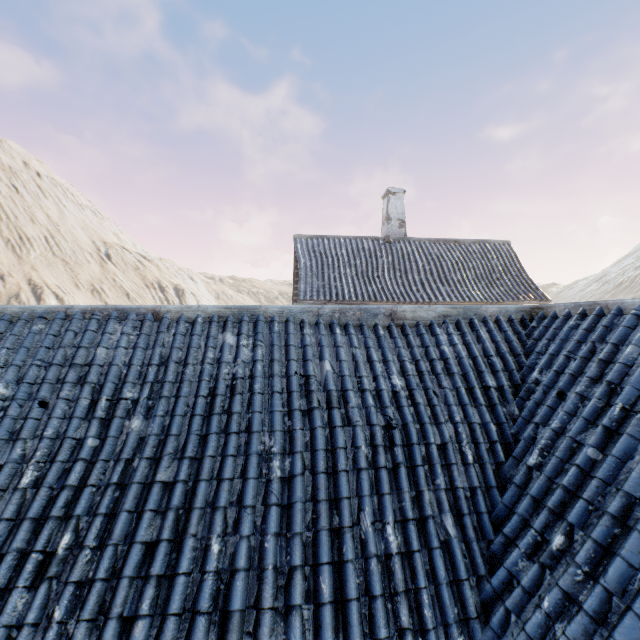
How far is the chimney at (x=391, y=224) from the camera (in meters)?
14.75

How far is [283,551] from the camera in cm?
260

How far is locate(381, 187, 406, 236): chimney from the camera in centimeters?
1475cm
